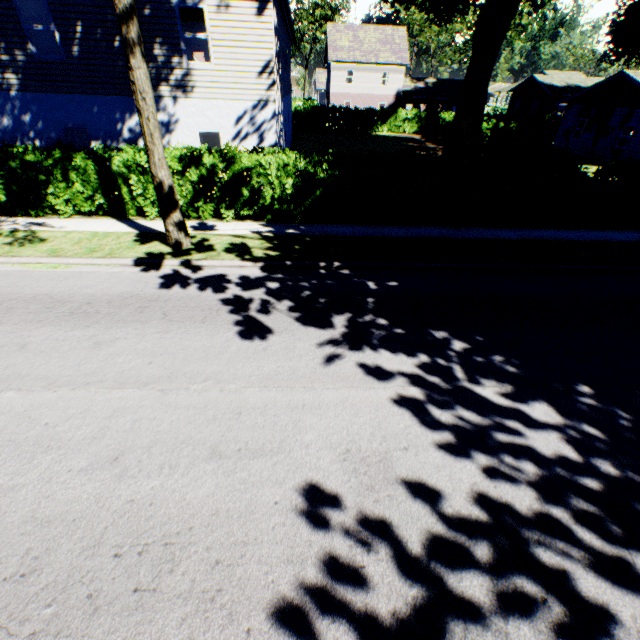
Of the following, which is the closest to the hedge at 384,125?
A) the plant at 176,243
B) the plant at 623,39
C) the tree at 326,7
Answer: the tree at 326,7

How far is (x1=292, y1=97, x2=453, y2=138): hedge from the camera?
35.59m

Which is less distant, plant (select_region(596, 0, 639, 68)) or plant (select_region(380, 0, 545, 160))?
plant (select_region(380, 0, 545, 160))

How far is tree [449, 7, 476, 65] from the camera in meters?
49.8

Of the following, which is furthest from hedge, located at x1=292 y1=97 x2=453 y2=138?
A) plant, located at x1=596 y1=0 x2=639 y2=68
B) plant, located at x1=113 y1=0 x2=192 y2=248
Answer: plant, located at x1=596 y1=0 x2=639 y2=68

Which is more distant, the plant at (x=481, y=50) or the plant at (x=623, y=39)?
the plant at (x=623, y=39)

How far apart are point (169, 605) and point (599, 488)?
5.13m

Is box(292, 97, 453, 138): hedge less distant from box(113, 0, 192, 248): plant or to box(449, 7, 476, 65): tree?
box(449, 7, 476, 65): tree
